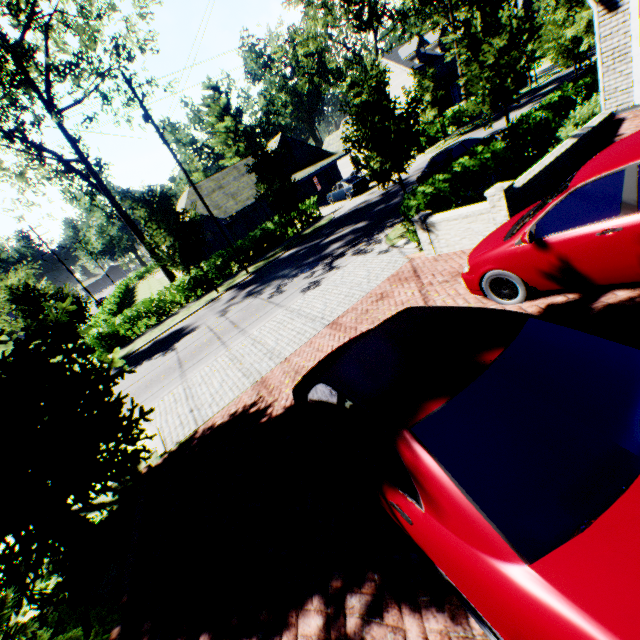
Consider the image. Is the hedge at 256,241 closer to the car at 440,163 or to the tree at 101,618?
the tree at 101,618

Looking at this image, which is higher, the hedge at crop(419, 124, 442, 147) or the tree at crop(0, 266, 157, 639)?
the tree at crop(0, 266, 157, 639)

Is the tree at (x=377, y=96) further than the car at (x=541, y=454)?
Yes

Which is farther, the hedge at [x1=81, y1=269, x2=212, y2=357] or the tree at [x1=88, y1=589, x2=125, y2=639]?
the hedge at [x1=81, y1=269, x2=212, y2=357]

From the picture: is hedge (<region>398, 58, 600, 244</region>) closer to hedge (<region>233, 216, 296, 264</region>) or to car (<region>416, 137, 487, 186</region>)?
car (<region>416, 137, 487, 186</region>)

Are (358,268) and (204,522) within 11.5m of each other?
yes

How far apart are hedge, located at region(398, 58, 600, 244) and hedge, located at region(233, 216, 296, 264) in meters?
16.1

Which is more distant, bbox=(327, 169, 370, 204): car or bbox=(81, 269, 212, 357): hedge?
bbox=(327, 169, 370, 204): car
